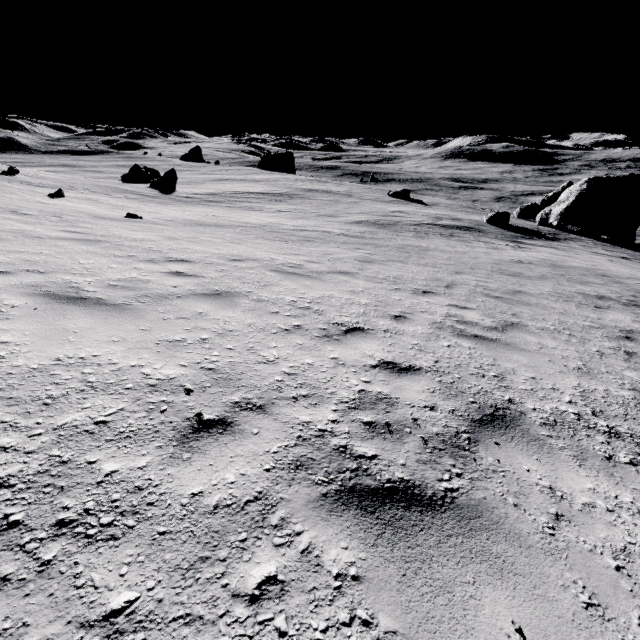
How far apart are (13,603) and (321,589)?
1.2m

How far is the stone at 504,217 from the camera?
29.64m

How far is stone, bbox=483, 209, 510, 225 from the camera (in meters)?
29.64
